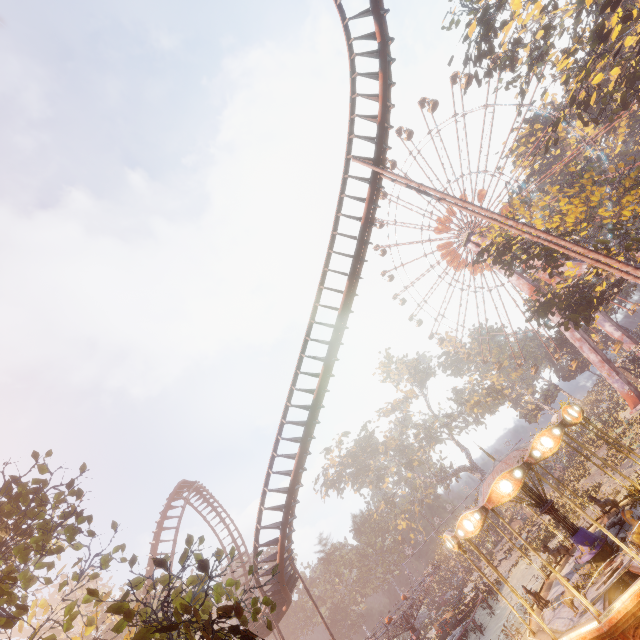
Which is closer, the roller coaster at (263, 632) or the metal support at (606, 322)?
the roller coaster at (263, 632)

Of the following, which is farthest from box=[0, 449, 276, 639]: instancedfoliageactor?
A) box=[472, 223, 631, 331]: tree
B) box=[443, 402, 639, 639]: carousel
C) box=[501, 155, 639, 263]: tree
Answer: box=[472, 223, 631, 331]: tree

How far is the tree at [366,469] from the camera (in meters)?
52.68

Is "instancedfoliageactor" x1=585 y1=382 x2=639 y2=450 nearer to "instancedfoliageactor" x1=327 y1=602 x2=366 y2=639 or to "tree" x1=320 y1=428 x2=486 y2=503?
"tree" x1=320 y1=428 x2=486 y2=503

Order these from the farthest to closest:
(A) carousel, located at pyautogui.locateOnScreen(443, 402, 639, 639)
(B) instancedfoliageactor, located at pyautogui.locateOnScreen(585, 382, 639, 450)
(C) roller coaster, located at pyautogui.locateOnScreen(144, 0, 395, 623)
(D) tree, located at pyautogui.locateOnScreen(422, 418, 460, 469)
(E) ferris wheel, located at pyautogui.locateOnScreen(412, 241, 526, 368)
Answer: (D) tree, located at pyautogui.locateOnScreen(422, 418, 460, 469) < (E) ferris wheel, located at pyautogui.locateOnScreen(412, 241, 526, 368) < (B) instancedfoliageactor, located at pyautogui.locateOnScreen(585, 382, 639, 450) < (C) roller coaster, located at pyautogui.locateOnScreen(144, 0, 395, 623) < (A) carousel, located at pyautogui.locateOnScreen(443, 402, 639, 639)

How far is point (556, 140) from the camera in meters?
23.4

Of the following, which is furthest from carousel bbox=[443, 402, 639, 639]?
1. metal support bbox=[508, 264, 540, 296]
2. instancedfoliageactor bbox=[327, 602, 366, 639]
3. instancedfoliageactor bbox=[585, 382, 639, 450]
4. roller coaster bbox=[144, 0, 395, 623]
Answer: instancedfoliageactor bbox=[327, 602, 366, 639]

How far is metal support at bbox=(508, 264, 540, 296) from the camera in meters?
41.4 m
